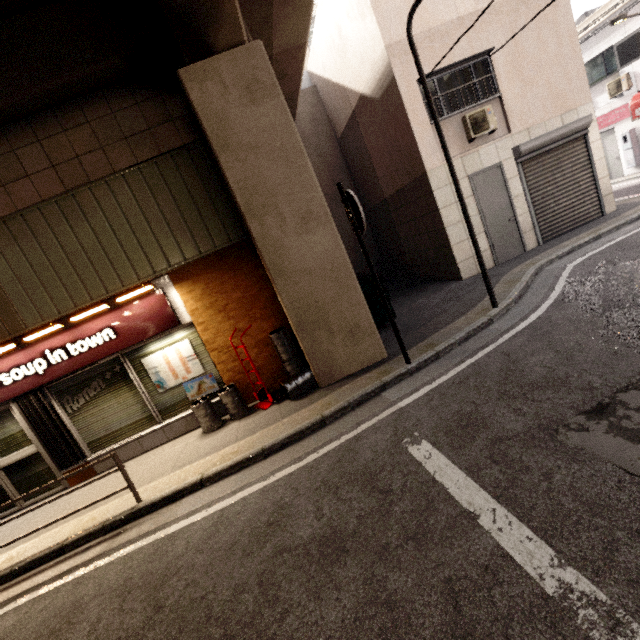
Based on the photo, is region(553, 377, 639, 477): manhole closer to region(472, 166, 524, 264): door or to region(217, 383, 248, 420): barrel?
region(217, 383, 248, 420): barrel

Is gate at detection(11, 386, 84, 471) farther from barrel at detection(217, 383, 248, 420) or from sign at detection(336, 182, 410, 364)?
sign at detection(336, 182, 410, 364)

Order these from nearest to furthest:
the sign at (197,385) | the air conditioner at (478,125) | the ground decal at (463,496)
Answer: the ground decal at (463,496), the sign at (197,385), the air conditioner at (478,125)

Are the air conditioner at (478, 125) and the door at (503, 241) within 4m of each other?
yes

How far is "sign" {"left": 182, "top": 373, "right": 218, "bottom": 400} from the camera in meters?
6.4

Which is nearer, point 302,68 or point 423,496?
point 423,496

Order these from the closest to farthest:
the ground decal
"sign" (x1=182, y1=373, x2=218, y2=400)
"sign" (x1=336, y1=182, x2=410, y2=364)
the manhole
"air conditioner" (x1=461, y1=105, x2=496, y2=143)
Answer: the ground decal, the manhole, "sign" (x1=336, y1=182, x2=410, y2=364), "sign" (x1=182, y1=373, x2=218, y2=400), "air conditioner" (x1=461, y1=105, x2=496, y2=143)

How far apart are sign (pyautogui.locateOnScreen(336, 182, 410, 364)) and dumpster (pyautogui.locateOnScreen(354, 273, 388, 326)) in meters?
2.1 m
